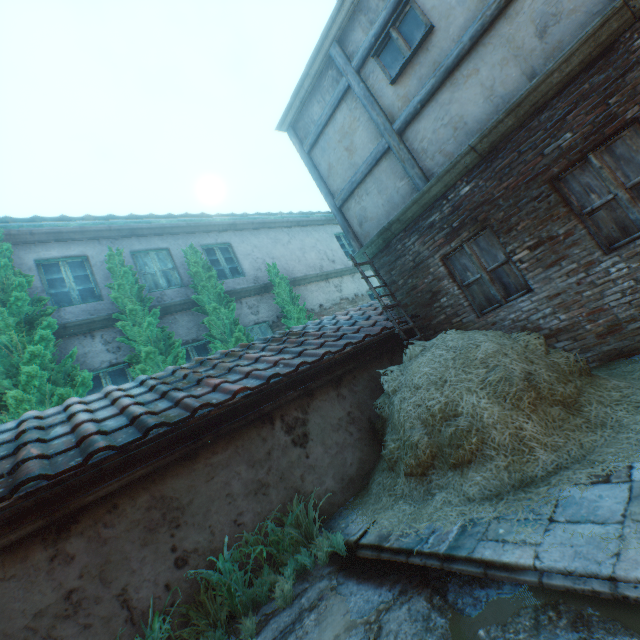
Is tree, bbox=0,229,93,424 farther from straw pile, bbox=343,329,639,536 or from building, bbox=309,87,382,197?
straw pile, bbox=343,329,639,536

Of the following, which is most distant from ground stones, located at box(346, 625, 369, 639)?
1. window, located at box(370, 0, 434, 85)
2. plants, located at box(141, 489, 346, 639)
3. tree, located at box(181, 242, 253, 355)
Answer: window, located at box(370, 0, 434, 85)

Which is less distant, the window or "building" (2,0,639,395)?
"building" (2,0,639,395)

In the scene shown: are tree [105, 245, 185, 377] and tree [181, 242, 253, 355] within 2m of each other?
yes

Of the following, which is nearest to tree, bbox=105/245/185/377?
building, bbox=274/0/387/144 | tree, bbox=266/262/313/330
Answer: tree, bbox=266/262/313/330

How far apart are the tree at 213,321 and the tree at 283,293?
1.4m

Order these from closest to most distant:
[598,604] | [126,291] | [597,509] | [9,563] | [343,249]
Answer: [598,604] → [597,509] → [9,563] → [126,291] → [343,249]

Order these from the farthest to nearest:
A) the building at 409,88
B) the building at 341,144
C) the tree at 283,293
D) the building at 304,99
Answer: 1. the tree at 283,293
2. the building at 341,144
3. the building at 304,99
4. the building at 409,88
